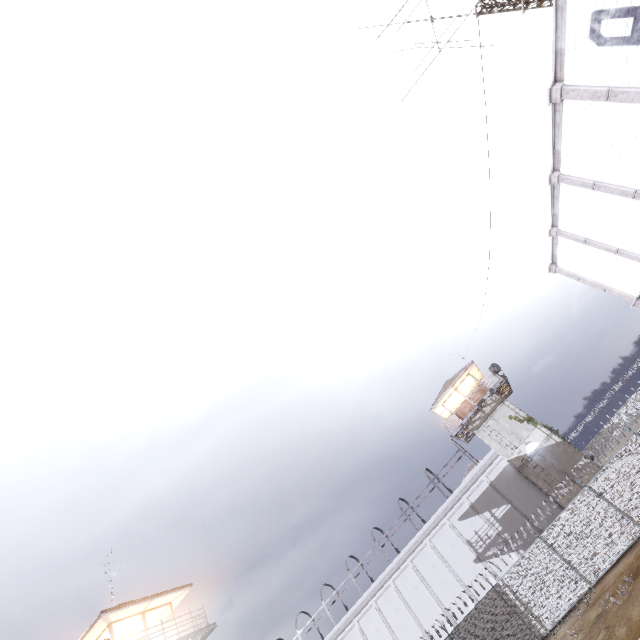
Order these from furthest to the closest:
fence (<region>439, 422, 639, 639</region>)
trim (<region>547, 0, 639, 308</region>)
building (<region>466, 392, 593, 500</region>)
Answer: building (<region>466, 392, 593, 500</region>)
fence (<region>439, 422, 639, 639</region>)
trim (<region>547, 0, 639, 308</region>)

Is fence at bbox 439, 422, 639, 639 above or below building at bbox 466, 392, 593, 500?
below

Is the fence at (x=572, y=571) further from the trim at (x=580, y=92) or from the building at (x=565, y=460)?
the building at (x=565, y=460)

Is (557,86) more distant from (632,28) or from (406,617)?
(406,617)

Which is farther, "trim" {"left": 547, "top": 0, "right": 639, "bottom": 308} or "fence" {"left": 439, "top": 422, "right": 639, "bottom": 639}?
"fence" {"left": 439, "top": 422, "right": 639, "bottom": 639}

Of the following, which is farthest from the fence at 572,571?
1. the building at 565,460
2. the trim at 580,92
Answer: the building at 565,460

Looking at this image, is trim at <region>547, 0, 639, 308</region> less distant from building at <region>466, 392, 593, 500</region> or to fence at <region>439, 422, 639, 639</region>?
fence at <region>439, 422, 639, 639</region>

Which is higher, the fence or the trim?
the trim
